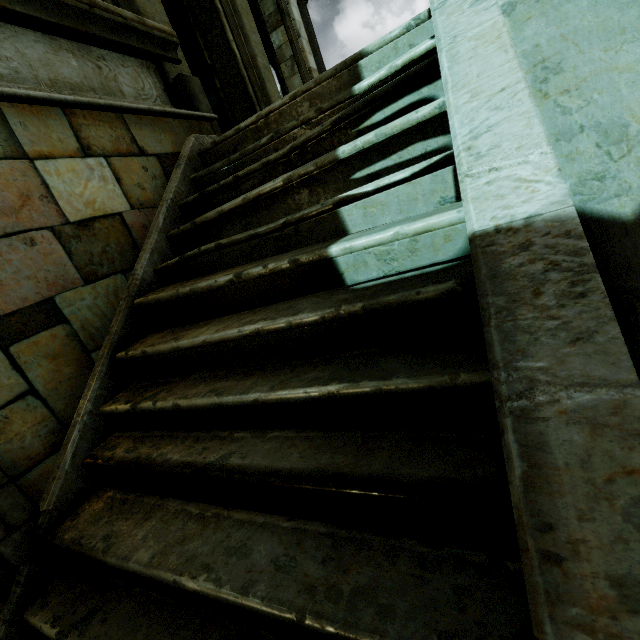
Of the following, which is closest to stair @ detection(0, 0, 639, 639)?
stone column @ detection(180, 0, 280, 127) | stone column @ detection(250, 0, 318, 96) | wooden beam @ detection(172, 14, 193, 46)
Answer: stone column @ detection(180, 0, 280, 127)

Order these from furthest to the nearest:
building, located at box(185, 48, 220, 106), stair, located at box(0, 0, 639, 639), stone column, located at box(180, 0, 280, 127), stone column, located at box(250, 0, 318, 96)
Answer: building, located at box(185, 48, 220, 106) < stone column, located at box(250, 0, 318, 96) < stone column, located at box(180, 0, 280, 127) < stair, located at box(0, 0, 639, 639)

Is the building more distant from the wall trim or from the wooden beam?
the wall trim

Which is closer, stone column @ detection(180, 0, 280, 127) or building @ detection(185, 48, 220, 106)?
stone column @ detection(180, 0, 280, 127)

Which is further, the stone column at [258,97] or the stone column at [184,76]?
the stone column at [258,97]

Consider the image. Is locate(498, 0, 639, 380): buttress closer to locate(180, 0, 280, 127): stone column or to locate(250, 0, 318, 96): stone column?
locate(180, 0, 280, 127): stone column

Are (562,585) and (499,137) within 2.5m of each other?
yes

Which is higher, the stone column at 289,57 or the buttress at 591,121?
the stone column at 289,57
